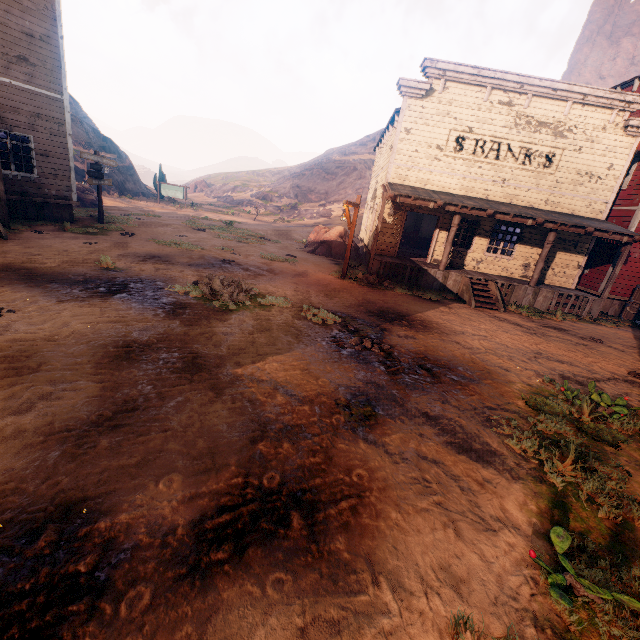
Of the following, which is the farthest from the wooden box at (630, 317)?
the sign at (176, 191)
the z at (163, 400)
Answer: the sign at (176, 191)

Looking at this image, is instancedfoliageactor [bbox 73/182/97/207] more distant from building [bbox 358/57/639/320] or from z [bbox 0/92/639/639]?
building [bbox 358/57/639/320]

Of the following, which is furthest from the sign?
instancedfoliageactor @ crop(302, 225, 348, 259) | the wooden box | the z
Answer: the wooden box

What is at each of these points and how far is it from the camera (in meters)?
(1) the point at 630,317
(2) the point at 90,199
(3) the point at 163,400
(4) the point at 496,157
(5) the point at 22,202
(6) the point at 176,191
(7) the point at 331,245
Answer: (1) wooden box, 15.01
(2) instancedfoliageactor, 21.00
(3) z, 4.28
(4) building, 14.05
(5) building, 13.09
(6) sign, 33.53
(7) instancedfoliageactor, 18.77

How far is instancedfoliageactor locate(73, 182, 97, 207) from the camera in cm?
2055

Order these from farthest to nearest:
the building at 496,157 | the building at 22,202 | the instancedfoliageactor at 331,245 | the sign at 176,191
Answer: the sign at 176,191 < the instancedfoliageactor at 331,245 < the building at 496,157 < the building at 22,202

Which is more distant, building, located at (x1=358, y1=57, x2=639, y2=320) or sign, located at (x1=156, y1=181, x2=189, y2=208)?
sign, located at (x1=156, y1=181, x2=189, y2=208)

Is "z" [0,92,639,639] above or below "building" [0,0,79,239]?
below
